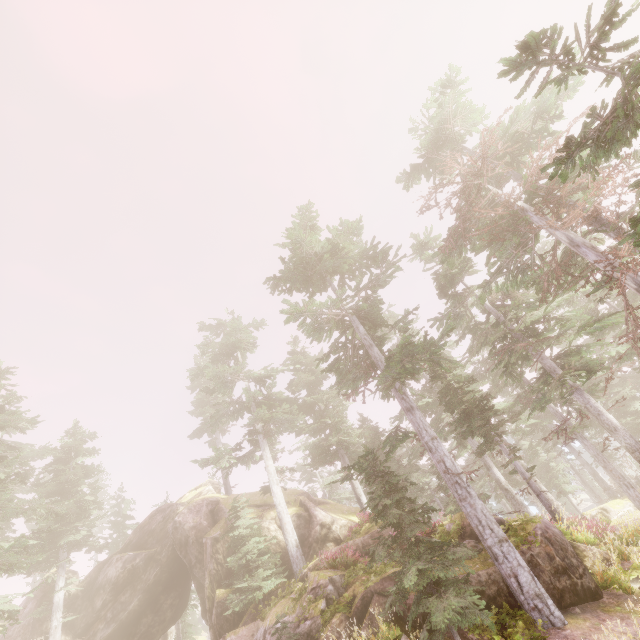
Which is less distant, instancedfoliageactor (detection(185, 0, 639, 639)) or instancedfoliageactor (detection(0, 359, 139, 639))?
instancedfoliageactor (detection(185, 0, 639, 639))

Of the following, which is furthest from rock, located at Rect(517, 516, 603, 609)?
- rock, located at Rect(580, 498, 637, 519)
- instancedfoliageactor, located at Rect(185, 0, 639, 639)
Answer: rock, located at Rect(580, 498, 637, 519)

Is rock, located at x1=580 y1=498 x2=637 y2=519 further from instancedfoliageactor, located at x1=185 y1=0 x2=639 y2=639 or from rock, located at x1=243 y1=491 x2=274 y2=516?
rock, located at x1=243 y1=491 x2=274 y2=516

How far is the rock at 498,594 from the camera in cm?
1010

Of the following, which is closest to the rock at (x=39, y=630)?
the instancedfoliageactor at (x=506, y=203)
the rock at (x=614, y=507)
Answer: the instancedfoliageactor at (x=506, y=203)

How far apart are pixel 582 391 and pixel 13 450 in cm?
3577

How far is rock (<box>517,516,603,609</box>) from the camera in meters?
10.1 m
